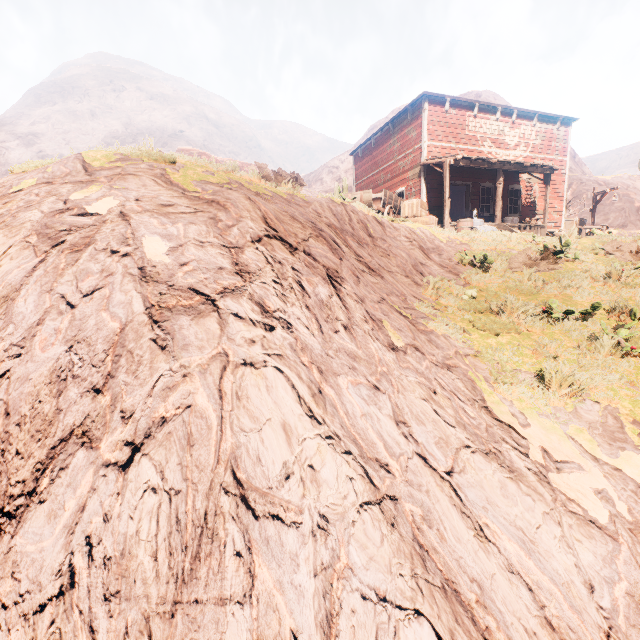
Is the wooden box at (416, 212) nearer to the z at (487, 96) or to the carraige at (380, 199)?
the carraige at (380, 199)

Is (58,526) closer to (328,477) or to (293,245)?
(328,477)

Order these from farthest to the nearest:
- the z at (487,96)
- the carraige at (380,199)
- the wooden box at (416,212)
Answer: the z at (487,96), the wooden box at (416,212), the carraige at (380,199)

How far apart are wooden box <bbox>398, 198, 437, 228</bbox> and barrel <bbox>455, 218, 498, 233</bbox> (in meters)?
1.73

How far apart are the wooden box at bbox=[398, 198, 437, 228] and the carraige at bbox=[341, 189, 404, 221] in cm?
4

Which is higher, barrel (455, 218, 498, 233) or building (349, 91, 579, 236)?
building (349, 91, 579, 236)

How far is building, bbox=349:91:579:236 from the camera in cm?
1538

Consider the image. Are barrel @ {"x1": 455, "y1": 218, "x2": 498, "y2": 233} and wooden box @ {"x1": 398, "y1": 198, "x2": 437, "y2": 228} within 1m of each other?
no
